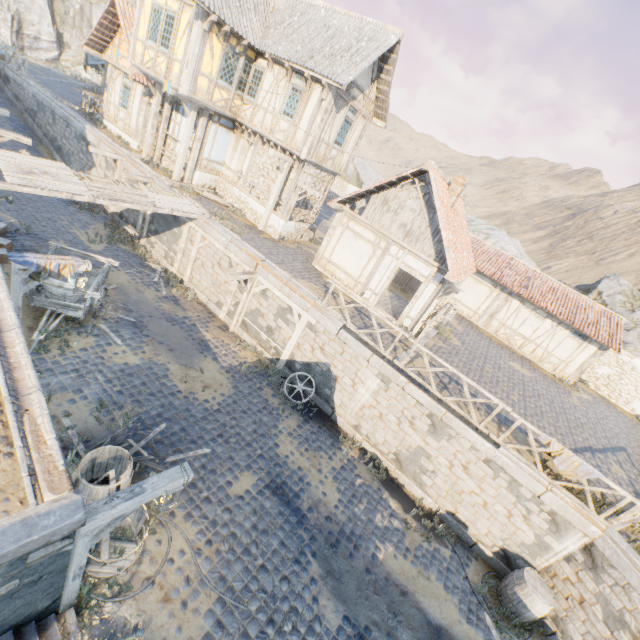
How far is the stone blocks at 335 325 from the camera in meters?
11.6 m

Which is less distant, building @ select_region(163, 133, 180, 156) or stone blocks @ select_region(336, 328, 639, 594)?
stone blocks @ select_region(336, 328, 639, 594)

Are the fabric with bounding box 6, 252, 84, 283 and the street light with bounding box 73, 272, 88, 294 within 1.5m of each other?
yes

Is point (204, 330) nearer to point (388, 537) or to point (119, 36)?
point (388, 537)

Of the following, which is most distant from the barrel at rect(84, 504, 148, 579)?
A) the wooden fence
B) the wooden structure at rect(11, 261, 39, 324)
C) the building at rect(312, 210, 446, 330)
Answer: the building at rect(312, 210, 446, 330)

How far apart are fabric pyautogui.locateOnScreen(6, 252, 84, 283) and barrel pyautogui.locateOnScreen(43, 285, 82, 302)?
1.3m

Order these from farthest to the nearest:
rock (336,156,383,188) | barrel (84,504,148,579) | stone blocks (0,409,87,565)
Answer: rock (336,156,383,188)
barrel (84,504,148,579)
stone blocks (0,409,87,565)

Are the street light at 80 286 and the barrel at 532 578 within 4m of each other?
no
